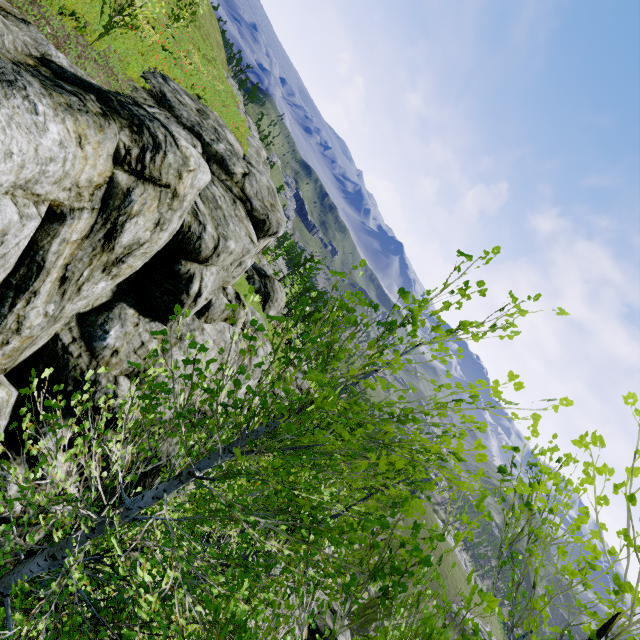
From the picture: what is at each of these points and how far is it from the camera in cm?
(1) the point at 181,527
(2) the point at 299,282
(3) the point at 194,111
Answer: (1) instancedfoliageactor, 395
(2) instancedfoliageactor, 5059
(3) rock, 1159

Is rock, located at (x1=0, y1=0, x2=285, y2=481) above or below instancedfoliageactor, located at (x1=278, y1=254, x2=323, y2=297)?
above

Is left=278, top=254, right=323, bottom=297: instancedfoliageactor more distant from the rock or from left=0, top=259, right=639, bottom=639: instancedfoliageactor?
left=0, top=259, right=639, bottom=639: instancedfoliageactor

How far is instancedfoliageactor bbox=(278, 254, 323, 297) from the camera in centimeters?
4859cm

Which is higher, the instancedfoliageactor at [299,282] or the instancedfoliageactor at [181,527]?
the instancedfoliageactor at [181,527]

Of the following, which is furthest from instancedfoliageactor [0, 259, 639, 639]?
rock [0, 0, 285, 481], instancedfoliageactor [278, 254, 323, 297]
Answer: instancedfoliageactor [278, 254, 323, 297]

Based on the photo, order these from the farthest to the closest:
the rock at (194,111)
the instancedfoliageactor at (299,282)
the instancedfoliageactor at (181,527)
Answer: the instancedfoliageactor at (299,282), the rock at (194,111), the instancedfoliageactor at (181,527)
